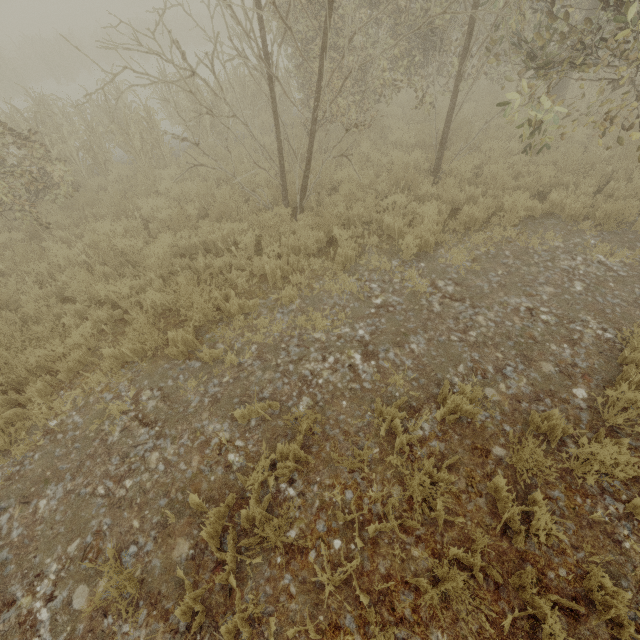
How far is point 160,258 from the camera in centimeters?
572cm
